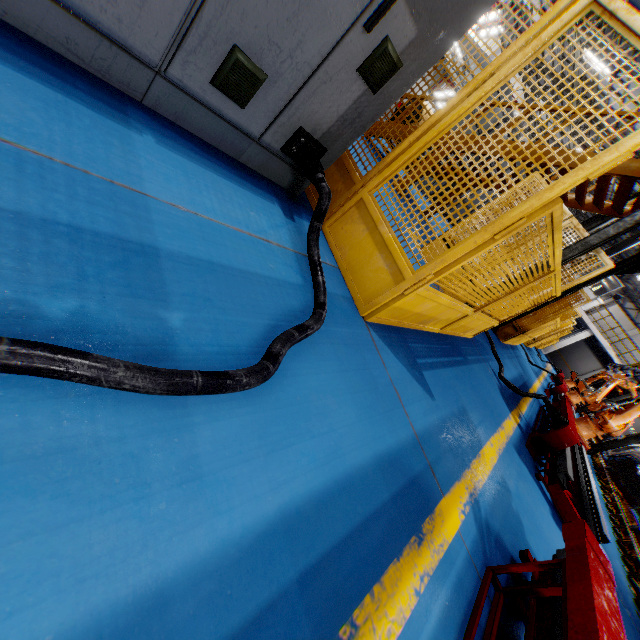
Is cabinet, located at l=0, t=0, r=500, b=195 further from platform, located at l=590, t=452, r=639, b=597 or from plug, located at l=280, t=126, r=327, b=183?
platform, located at l=590, t=452, r=639, b=597

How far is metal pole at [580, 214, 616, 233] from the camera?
12.0 meters

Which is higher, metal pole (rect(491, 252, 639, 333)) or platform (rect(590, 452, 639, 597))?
metal pole (rect(491, 252, 639, 333))

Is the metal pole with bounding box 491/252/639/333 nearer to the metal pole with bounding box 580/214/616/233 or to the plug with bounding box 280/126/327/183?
the metal pole with bounding box 580/214/616/233

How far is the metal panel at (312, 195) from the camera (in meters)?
3.04

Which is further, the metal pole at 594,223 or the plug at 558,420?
the metal pole at 594,223

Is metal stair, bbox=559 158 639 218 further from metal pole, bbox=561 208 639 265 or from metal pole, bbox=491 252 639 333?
metal pole, bbox=561 208 639 265

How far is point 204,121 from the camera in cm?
204
